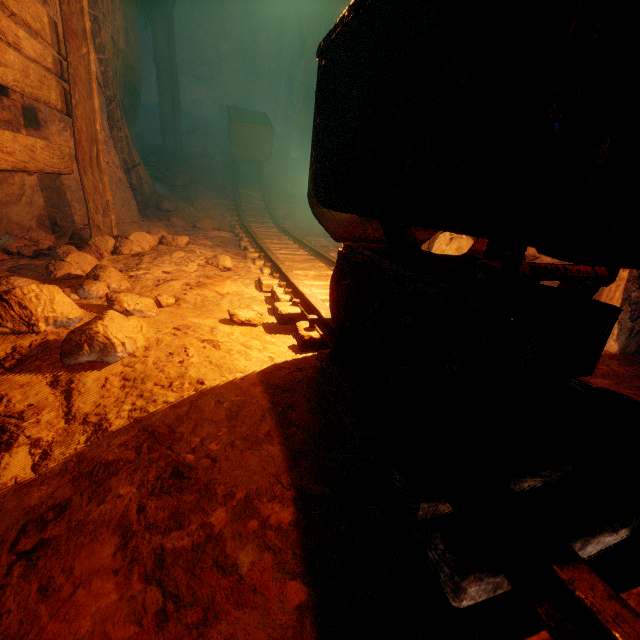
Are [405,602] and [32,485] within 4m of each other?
yes

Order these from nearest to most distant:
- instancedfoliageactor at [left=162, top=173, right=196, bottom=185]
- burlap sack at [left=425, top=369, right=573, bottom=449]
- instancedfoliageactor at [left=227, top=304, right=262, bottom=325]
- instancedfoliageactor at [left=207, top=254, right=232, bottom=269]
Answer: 1. burlap sack at [left=425, top=369, right=573, bottom=449]
2. instancedfoliageactor at [left=227, top=304, right=262, bottom=325]
3. instancedfoliageactor at [left=207, top=254, right=232, bottom=269]
4. instancedfoliageactor at [left=162, top=173, right=196, bottom=185]

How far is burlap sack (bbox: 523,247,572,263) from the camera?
3.8 meters

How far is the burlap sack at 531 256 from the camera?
3.8m

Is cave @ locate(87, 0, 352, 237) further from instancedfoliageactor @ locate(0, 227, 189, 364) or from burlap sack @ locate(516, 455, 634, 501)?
instancedfoliageactor @ locate(0, 227, 189, 364)

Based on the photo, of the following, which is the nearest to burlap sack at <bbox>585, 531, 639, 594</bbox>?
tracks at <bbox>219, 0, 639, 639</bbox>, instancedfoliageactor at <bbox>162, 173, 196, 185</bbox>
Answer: tracks at <bbox>219, 0, 639, 639</bbox>

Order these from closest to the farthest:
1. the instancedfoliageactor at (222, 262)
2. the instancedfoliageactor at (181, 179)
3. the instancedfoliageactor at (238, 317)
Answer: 1. the instancedfoliageactor at (238, 317)
2. the instancedfoliageactor at (222, 262)
3. the instancedfoliageactor at (181, 179)
